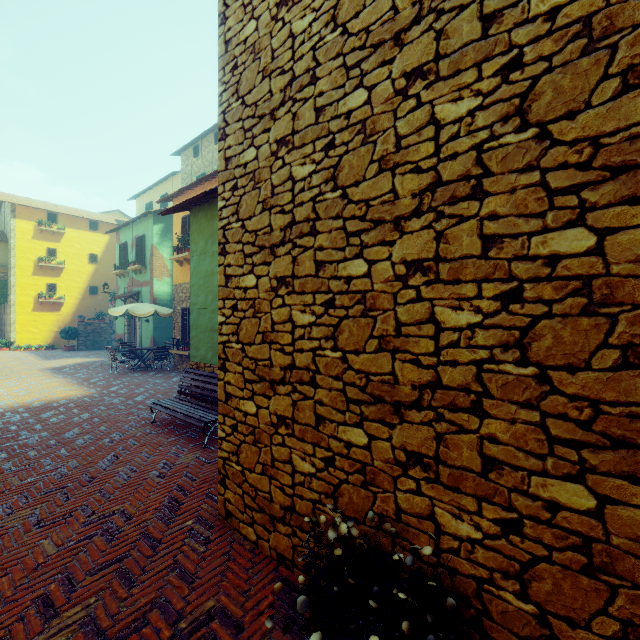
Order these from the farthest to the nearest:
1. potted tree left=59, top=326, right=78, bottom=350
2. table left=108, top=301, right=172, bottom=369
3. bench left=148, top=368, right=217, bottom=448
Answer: potted tree left=59, top=326, right=78, bottom=350
table left=108, top=301, right=172, bottom=369
bench left=148, top=368, right=217, bottom=448

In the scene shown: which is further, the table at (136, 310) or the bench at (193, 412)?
the table at (136, 310)

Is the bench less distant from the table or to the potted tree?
the table

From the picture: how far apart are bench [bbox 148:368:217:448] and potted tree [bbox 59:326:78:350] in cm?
1919

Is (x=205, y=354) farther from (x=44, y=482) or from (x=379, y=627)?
(x=379, y=627)

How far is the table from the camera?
12.8 meters

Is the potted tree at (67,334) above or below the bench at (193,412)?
above

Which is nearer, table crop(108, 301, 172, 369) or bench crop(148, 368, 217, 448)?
bench crop(148, 368, 217, 448)
